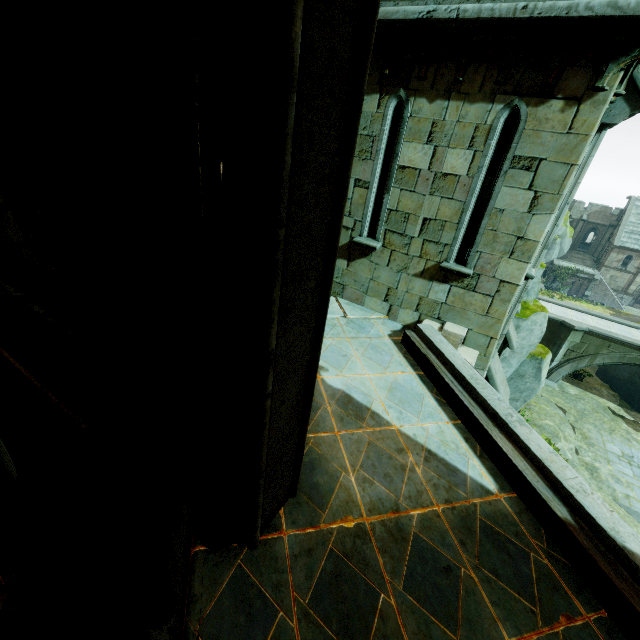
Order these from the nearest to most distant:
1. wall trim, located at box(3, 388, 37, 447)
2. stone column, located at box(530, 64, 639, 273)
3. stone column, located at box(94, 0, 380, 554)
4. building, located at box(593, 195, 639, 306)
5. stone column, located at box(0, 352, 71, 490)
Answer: stone column, located at box(94, 0, 380, 554) < stone column, located at box(530, 64, 639, 273) < stone column, located at box(0, 352, 71, 490) < wall trim, located at box(3, 388, 37, 447) < building, located at box(593, 195, 639, 306)

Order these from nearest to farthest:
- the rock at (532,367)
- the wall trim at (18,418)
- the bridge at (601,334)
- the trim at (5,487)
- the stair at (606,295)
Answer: the wall trim at (18,418) < the trim at (5,487) < the rock at (532,367) < the bridge at (601,334) < the stair at (606,295)

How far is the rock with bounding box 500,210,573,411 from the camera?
12.8m

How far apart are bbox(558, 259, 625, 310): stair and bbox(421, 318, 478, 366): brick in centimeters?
5222cm

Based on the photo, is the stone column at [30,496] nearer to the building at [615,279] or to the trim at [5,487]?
the trim at [5,487]

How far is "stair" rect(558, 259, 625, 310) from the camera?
43.4 meters

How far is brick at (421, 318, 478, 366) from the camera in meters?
5.2 m

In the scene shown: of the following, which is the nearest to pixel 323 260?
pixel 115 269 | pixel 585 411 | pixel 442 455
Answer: pixel 115 269
